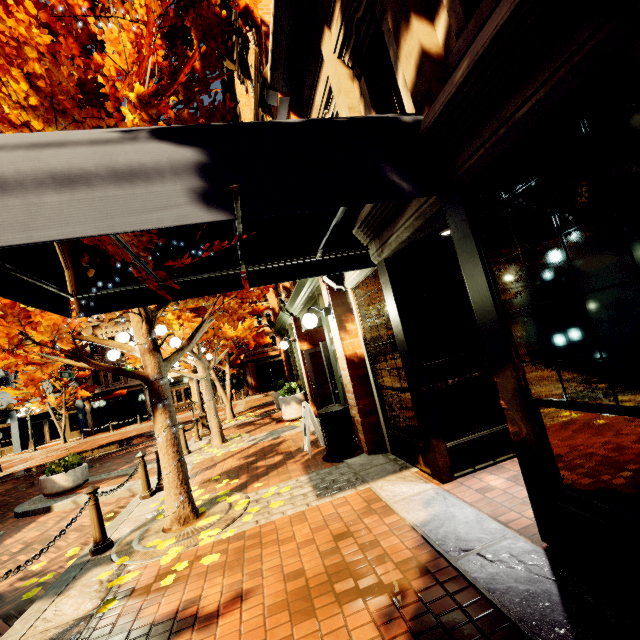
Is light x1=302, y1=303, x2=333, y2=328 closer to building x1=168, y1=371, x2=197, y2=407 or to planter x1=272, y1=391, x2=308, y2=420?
planter x1=272, y1=391, x2=308, y2=420

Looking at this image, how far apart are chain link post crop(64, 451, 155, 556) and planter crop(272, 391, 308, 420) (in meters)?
5.11

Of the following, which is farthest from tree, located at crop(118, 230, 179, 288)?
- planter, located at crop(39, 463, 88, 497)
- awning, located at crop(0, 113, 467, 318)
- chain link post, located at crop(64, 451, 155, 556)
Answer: planter, located at crop(39, 463, 88, 497)

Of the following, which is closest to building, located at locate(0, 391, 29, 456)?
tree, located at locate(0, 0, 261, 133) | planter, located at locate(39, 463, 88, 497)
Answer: tree, located at locate(0, 0, 261, 133)

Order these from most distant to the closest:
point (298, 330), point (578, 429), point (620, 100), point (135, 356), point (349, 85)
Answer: point (298, 330), point (135, 356), point (349, 85), point (578, 429), point (620, 100)

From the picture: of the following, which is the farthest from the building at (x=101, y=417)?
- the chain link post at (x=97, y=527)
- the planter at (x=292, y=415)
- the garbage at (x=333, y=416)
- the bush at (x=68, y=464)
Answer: the garbage at (x=333, y=416)

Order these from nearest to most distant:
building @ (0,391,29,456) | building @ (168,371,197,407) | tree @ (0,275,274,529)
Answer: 1. tree @ (0,275,274,529)
2. building @ (0,391,29,456)
3. building @ (168,371,197,407)

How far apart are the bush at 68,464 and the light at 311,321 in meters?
7.6
